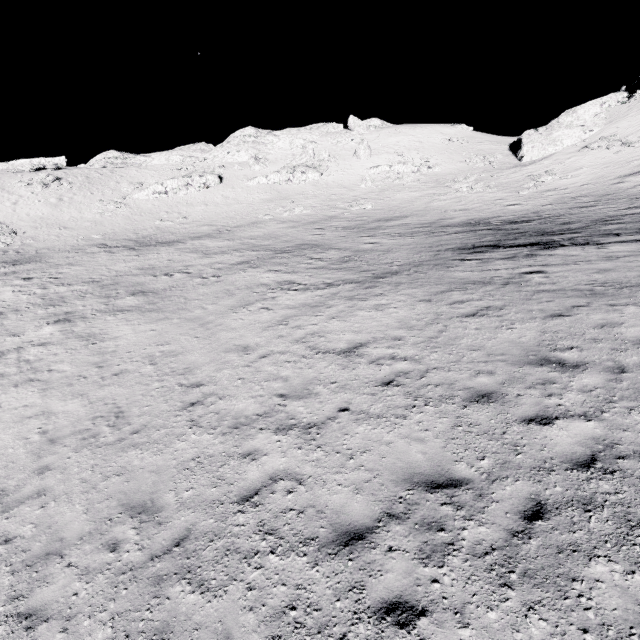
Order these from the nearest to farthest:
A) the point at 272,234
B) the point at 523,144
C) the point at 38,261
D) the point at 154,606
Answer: the point at 154,606 → the point at 38,261 → the point at 272,234 → the point at 523,144

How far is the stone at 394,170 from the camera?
45.6 meters

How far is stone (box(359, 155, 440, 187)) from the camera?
45.6 meters

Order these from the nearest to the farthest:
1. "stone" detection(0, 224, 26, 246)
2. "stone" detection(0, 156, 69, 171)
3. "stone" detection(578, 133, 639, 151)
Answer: "stone" detection(0, 224, 26, 246), "stone" detection(578, 133, 639, 151), "stone" detection(0, 156, 69, 171)

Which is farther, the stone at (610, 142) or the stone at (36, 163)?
the stone at (36, 163)

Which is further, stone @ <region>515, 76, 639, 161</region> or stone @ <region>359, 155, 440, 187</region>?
stone @ <region>359, 155, 440, 187</region>

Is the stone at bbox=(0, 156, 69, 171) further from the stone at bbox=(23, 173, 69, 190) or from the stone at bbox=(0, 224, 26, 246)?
the stone at bbox=(0, 224, 26, 246)

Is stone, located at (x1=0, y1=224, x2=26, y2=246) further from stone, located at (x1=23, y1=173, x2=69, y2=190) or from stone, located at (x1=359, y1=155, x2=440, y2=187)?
stone, located at (x1=359, y1=155, x2=440, y2=187)
